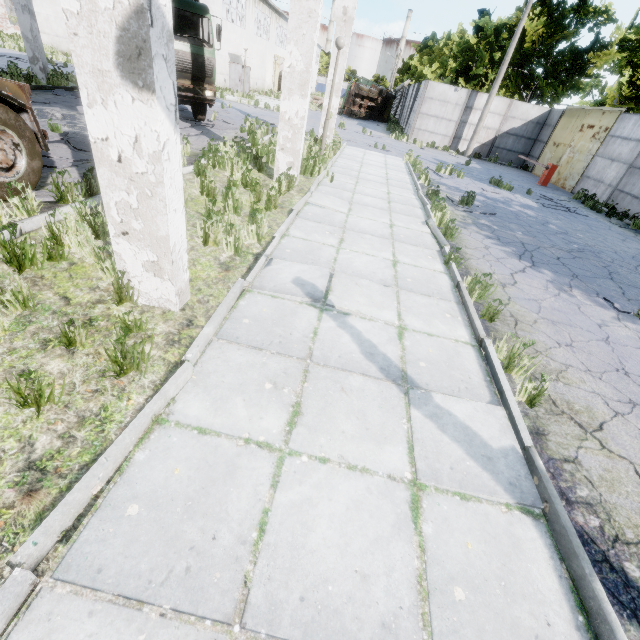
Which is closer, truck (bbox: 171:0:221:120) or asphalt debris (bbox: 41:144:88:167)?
asphalt debris (bbox: 41:144:88:167)

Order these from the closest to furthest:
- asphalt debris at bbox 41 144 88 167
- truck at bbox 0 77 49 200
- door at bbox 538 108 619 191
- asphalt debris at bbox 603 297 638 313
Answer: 1. truck at bbox 0 77 49 200
2. asphalt debris at bbox 603 297 638 313
3. asphalt debris at bbox 41 144 88 167
4. door at bbox 538 108 619 191

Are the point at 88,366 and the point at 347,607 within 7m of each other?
yes

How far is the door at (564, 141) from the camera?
16.44m

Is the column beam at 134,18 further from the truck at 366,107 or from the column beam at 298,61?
the truck at 366,107

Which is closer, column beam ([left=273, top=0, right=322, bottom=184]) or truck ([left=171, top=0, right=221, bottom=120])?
column beam ([left=273, top=0, right=322, bottom=184])

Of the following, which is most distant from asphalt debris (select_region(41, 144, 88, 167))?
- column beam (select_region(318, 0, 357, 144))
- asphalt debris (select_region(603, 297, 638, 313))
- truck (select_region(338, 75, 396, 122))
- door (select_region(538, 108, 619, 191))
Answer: A: truck (select_region(338, 75, 396, 122))

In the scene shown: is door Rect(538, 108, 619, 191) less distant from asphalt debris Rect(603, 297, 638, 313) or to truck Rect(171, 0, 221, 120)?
asphalt debris Rect(603, 297, 638, 313)
